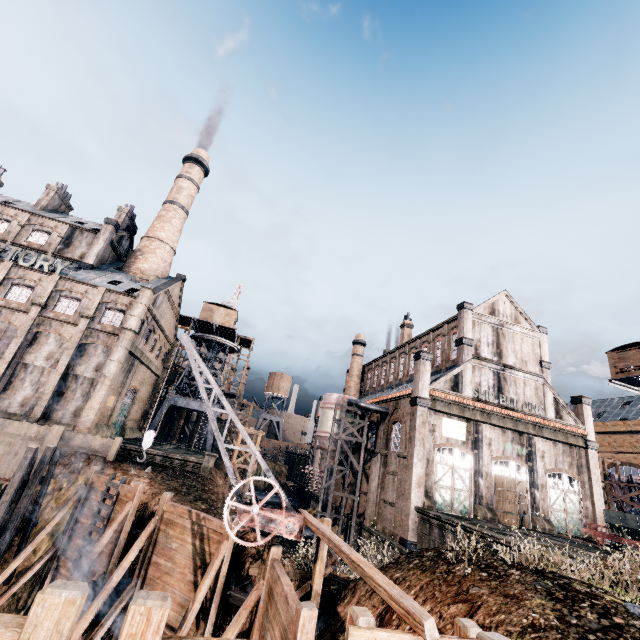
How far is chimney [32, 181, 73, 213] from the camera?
43.1m

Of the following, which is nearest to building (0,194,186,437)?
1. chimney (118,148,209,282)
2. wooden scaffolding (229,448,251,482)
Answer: chimney (118,148,209,282)

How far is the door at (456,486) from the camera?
27.2 meters

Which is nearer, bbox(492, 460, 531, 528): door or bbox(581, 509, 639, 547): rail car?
bbox(581, 509, 639, 547): rail car

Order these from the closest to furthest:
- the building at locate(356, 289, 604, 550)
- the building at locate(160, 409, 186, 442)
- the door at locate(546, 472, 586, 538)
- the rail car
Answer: the rail car → the building at locate(356, 289, 604, 550) → the door at locate(546, 472, 586, 538) → the building at locate(160, 409, 186, 442)

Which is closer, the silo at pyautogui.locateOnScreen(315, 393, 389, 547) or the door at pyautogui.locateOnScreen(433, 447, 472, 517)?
the door at pyautogui.locateOnScreen(433, 447, 472, 517)

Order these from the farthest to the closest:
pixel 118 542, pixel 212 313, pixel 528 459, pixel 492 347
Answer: pixel 212 313
pixel 492 347
pixel 528 459
pixel 118 542

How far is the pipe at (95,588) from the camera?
14.9m
